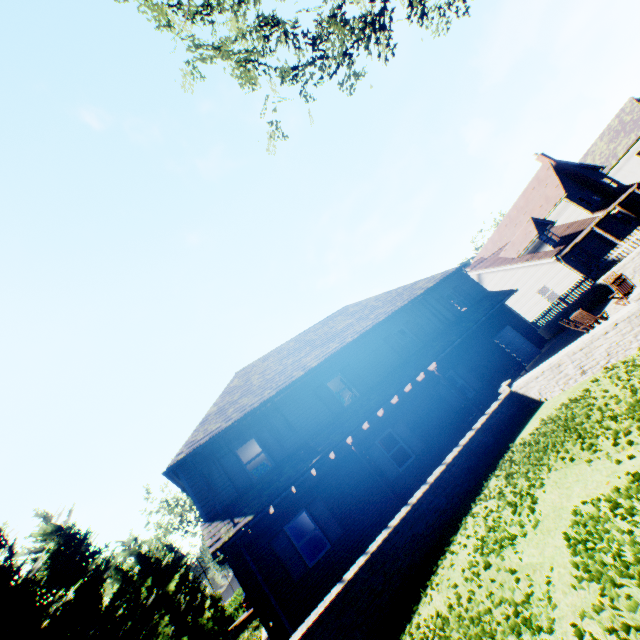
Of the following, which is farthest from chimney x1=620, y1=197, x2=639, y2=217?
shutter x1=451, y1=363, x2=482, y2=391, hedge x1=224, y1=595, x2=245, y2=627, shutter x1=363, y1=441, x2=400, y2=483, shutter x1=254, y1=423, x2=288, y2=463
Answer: hedge x1=224, y1=595, x2=245, y2=627

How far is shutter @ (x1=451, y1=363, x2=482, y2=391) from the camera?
16.6m

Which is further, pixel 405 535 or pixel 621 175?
pixel 621 175

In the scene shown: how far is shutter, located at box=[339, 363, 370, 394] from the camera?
15.6m

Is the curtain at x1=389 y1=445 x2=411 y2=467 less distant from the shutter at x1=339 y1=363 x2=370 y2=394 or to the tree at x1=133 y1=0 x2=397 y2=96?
the shutter at x1=339 y1=363 x2=370 y2=394

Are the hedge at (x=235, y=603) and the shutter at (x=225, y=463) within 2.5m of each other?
no

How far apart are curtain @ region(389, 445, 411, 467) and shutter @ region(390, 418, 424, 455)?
0.3 meters

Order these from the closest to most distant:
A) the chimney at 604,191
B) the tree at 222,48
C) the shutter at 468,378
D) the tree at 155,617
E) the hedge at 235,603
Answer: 1. the tree at 222,48
2. the tree at 155,617
3. the shutter at 468,378
4. the chimney at 604,191
5. the hedge at 235,603
